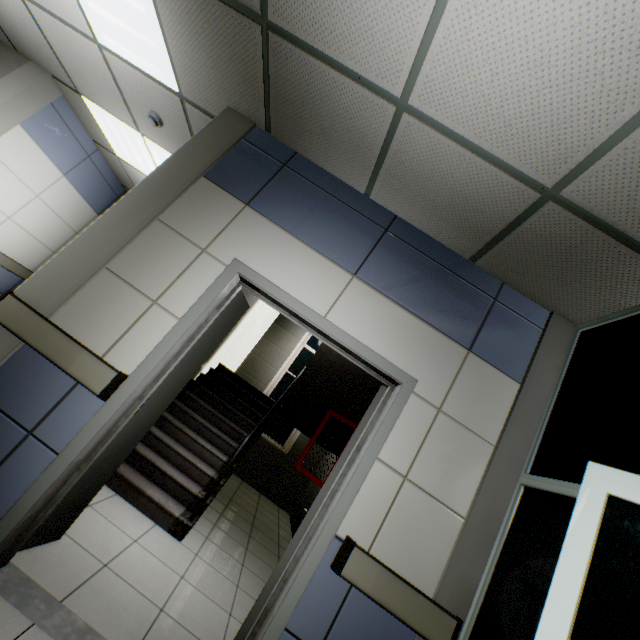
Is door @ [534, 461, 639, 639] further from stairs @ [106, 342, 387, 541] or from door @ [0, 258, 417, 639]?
stairs @ [106, 342, 387, 541]

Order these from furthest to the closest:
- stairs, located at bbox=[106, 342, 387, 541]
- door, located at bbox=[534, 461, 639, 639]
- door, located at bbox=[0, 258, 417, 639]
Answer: stairs, located at bbox=[106, 342, 387, 541], door, located at bbox=[0, 258, 417, 639], door, located at bbox=[534, 461, 639, 639]

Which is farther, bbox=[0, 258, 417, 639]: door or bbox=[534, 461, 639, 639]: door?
bbox=[0, 258, 417, 639]: door

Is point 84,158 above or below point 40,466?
above

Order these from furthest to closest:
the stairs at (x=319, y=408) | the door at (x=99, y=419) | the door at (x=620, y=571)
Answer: the stairs at (x=319, y=408) < the door at (x=99, y=419) < the door at (x=620, y=571)

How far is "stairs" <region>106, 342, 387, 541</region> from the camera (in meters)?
3.27

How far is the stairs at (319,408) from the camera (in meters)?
3.27
